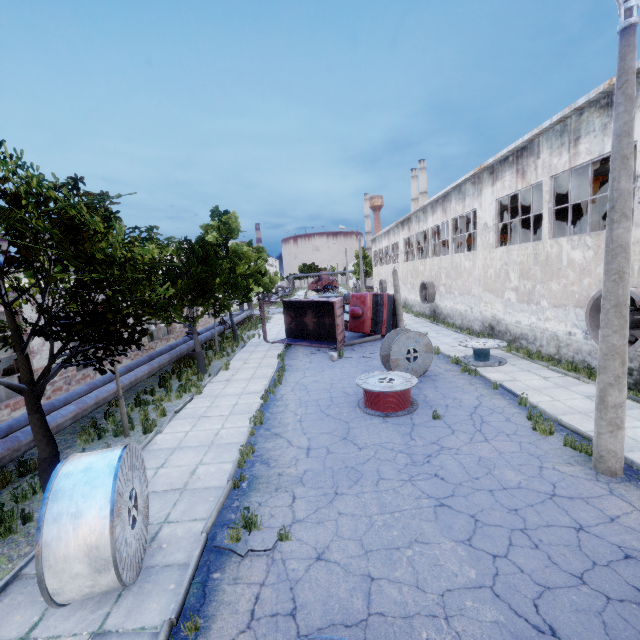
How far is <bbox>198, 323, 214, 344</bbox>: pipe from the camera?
21.0m

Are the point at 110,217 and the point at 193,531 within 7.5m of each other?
yes

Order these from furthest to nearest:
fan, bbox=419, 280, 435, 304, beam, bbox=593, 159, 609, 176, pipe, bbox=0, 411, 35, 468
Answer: fan, bbox=419, 280, 435, 304, beam, bbox=593, 159, 609, 176, pipe, bbox=0, 411, 35, 468

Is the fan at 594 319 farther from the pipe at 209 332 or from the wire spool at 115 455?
the pipe at 209 332

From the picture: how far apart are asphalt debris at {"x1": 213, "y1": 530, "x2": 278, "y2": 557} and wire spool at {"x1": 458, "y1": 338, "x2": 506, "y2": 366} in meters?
11.6

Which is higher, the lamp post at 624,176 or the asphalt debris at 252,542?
the lamp post at 624,176

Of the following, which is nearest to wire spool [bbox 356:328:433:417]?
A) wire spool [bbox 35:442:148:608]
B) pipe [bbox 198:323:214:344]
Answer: wire spool [bbox 35:442:148:608]

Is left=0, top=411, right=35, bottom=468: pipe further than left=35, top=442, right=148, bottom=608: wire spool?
Yes
